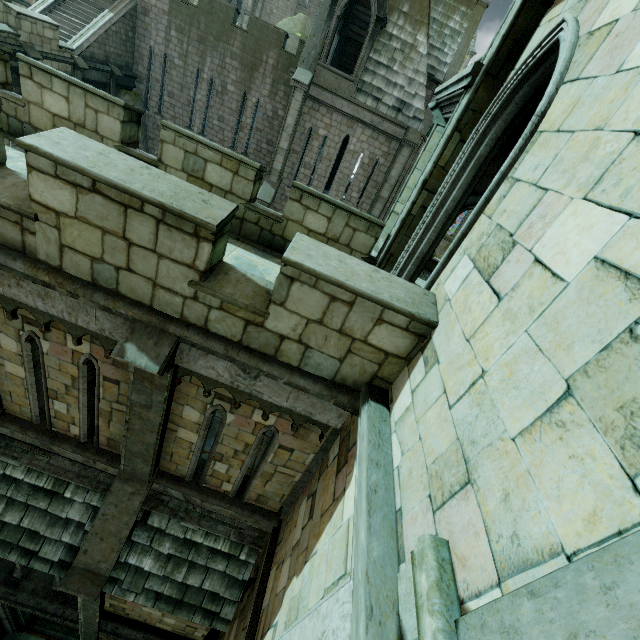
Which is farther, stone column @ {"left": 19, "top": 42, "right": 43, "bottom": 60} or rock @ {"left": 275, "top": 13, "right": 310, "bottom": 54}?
rock @ {"left": 275, "top": 13, "right": 310, "bottom": 54}

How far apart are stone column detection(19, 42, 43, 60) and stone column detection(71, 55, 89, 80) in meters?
2.2

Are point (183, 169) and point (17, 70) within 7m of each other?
no

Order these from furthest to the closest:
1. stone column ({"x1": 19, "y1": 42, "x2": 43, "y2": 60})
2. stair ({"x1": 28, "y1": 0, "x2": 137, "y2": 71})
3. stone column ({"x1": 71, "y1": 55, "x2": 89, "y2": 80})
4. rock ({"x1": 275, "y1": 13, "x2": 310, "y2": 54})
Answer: rock ({"x1": 275, "y1": 13, "x2": 310, "y2": 54}) → stair ({"x1": 28, "y1": 0, "x2": 137, "y2": 71}) → stone column ({"x1": 71, "y1": 55, "x2": 89, "y2": 80}) → stone column ({"x1": 19, "y1": 42, "x2": 43, "y2": 60})

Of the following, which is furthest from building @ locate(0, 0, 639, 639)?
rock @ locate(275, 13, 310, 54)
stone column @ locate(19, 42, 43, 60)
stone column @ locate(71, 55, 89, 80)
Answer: stone column @ locate(19, 42, 43, 60)

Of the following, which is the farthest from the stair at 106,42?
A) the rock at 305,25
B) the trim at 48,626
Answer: the trim at 48,626

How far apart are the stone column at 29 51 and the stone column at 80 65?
2.2 meters

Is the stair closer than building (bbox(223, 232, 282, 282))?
No
